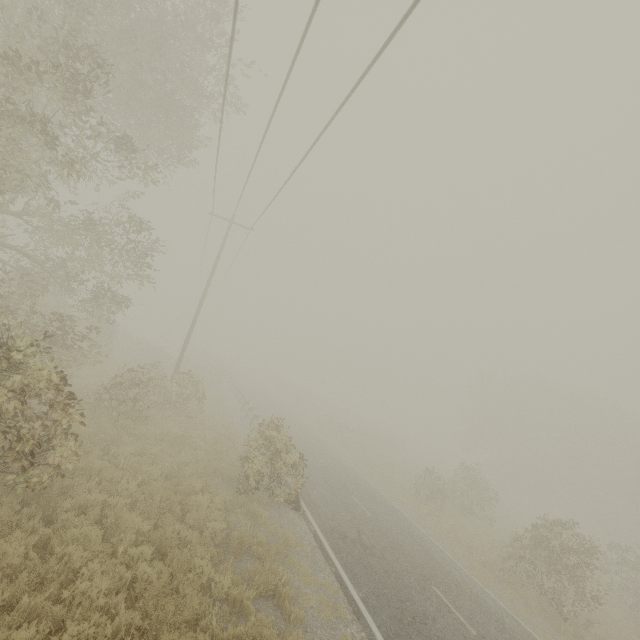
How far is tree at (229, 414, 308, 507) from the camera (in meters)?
11.65

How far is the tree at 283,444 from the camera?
11.65m

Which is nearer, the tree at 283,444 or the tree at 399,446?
the tree at 283,444

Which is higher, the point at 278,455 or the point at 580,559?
the point at 580,559

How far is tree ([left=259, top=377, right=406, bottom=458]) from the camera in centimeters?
3231cm

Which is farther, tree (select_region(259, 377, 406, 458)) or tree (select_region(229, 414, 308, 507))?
tree (select_region(259, 377, 406, 458))
